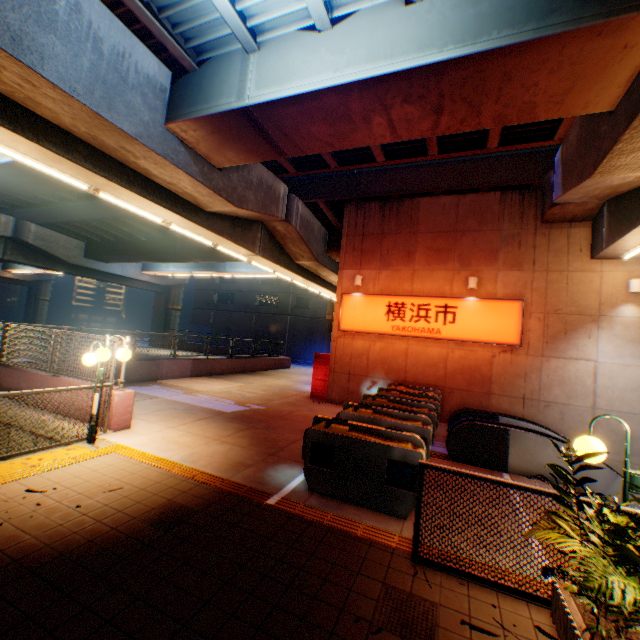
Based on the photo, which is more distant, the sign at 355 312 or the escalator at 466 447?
the sign at 355 312

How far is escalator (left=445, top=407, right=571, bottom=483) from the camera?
7.1m

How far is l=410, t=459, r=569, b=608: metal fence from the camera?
3.42m

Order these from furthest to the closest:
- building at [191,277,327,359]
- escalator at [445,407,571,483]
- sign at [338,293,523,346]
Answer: building at [191,277,327,359]
sign at [338,293,523,346]
escalator at [445,407,571,483]

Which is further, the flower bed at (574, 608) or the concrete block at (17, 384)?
the concrete block at (17, 384)

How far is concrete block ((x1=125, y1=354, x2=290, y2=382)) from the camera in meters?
14.0

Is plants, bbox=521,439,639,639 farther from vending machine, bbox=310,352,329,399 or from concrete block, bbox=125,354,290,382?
vending machine, bbox=310,352,329,399

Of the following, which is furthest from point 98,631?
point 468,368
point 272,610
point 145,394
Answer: point 468,368
